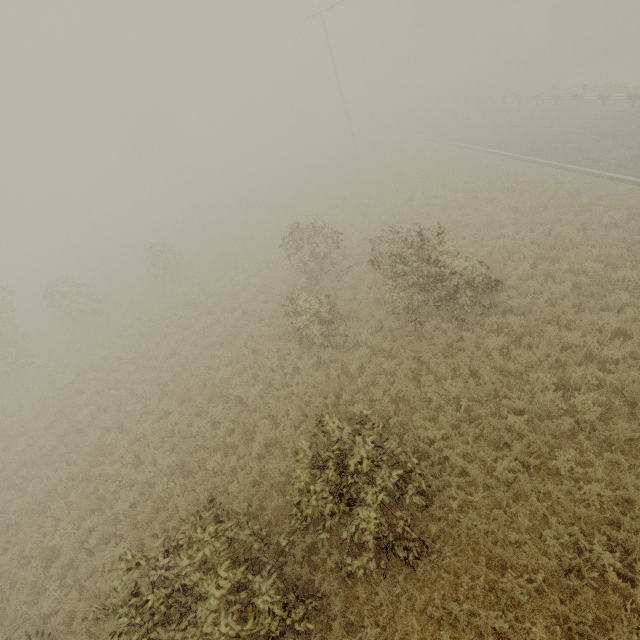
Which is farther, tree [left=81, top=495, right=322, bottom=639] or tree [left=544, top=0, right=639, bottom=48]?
tree [left=544, top=0, right=639, bottom=48]

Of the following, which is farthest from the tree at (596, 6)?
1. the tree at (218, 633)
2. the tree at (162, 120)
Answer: the tree at (162, 120)

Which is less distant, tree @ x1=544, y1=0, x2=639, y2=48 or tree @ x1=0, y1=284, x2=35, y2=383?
tree @ x1=0, y1=284, x2=35, y2=383

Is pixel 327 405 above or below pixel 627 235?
below

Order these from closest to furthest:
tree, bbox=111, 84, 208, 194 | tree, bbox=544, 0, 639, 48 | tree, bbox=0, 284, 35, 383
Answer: tree, bbox=0, 284, 35, 383, tree, bbox=544, 0, 639, 48, tree, bbox=111, 84, 208, 194

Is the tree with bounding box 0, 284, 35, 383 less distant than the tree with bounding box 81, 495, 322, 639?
No

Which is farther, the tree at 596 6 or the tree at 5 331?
the tree at 596 6

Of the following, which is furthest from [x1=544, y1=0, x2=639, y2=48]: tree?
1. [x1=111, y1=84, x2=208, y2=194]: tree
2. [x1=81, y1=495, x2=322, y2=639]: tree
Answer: [x1=111, y1=84, x2=208, y2=194]: tree
